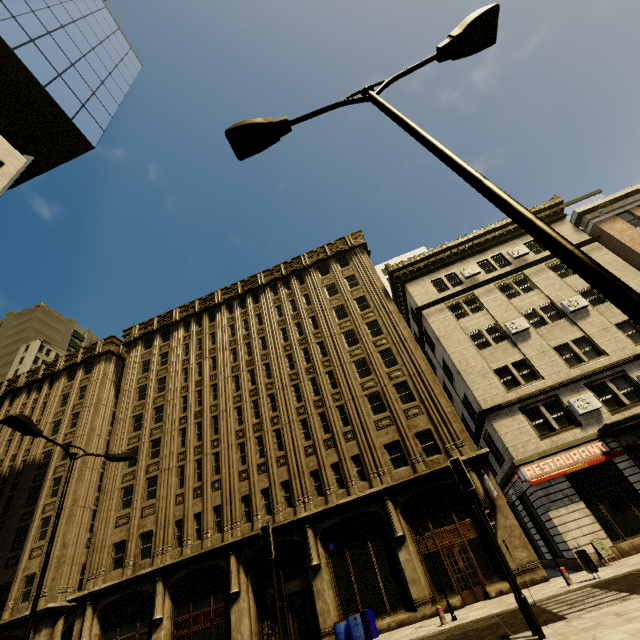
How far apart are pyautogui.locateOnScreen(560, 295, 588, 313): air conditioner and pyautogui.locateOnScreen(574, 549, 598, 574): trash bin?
14.6 meters

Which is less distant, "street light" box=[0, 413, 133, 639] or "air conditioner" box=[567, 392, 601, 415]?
"street light" box=[0, 413, 133, 639]

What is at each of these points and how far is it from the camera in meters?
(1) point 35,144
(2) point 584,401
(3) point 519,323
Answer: (1) building, 18.9
(2) air conditioner, 18.1
(3) air conditioner, 22.0

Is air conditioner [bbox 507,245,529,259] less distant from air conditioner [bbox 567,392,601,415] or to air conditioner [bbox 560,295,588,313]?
air conditioner [bbox 560,295,588,313]

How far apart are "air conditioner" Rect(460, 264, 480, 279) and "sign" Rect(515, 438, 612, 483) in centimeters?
1331cm

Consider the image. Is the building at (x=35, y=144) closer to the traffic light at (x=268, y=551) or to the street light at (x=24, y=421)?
the street light at (x=24, y=421)

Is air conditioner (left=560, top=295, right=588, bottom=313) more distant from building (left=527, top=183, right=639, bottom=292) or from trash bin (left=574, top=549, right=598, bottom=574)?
trash bin (left=574, top=549, right=598, bottom=574)

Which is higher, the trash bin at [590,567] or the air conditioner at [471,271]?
the air conditioner at [471,271]
